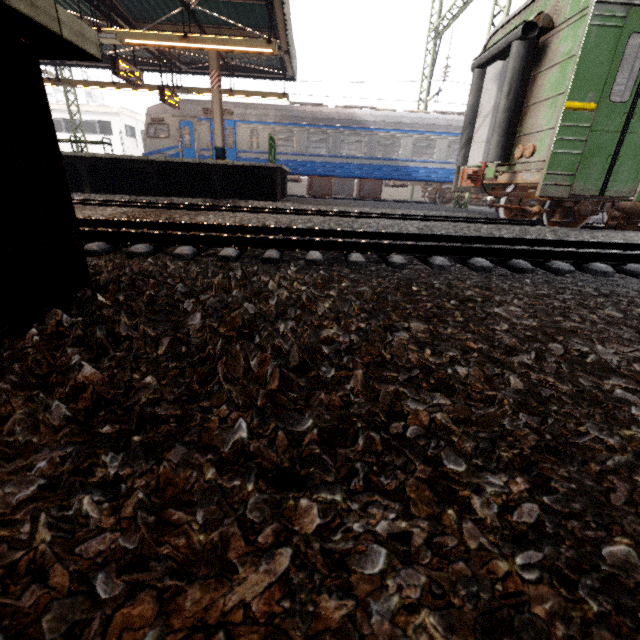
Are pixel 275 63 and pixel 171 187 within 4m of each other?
no

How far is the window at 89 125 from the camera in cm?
2889

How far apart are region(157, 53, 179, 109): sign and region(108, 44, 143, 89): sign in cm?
164

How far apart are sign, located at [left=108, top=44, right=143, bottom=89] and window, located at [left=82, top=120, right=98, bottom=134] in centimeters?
2485cm

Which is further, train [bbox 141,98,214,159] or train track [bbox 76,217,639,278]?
train [bbox 141,98,214,159]

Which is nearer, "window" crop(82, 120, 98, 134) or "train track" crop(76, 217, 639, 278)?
"train track" crop(76, 217, 639, 278)

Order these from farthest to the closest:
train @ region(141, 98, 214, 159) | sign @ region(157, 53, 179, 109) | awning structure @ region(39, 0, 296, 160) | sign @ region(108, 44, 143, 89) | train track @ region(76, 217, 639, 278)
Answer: train @ region(141, 98, 214, 159) < sign @ region(157, 53, 179, 109) < sign @ region(108, 44, 143, 89) < awning structure @ region(39, 0, 296, 160) < train track @ region(76, 217, 639, 278)

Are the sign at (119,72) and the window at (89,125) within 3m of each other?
no
